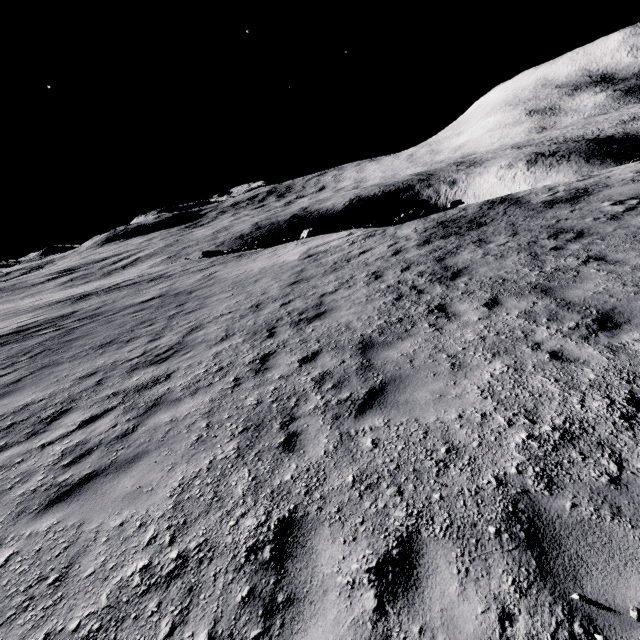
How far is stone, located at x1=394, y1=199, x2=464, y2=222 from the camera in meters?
21.9

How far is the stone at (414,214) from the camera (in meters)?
21.92

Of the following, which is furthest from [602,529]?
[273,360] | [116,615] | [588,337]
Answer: [273,360]
